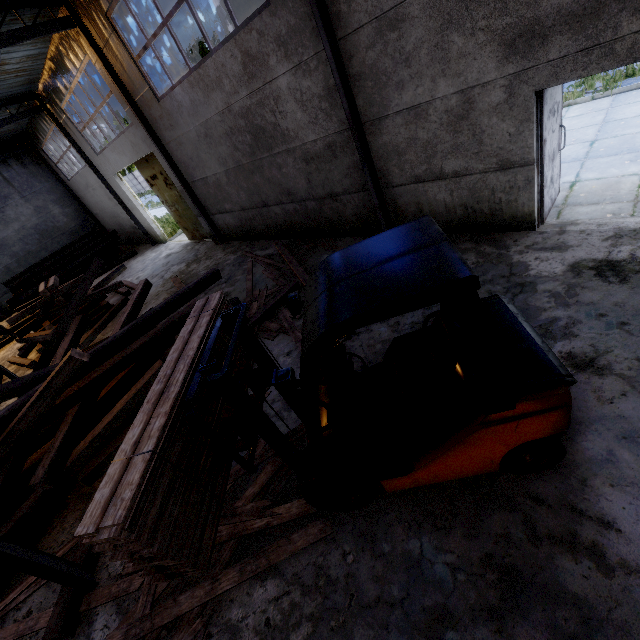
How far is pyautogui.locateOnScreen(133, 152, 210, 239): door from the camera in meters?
13.0 m

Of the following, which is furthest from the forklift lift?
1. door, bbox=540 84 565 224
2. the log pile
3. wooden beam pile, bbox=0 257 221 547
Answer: the log pile

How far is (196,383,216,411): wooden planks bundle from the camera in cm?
306

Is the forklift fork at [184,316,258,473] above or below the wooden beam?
above

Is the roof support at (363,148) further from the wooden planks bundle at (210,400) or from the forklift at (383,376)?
the forklift at (383,376)

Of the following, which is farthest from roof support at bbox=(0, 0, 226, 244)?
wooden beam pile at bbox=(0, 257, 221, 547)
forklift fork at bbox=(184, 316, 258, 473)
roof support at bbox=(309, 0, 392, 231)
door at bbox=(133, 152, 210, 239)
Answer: forklift fork at bbox=(184, 316, 258, 473)

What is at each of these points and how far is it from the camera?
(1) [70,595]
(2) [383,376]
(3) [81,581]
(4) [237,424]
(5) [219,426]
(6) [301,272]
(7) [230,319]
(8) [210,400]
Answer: (1) wooden beam pile, 3.8m
(2) forklift, 3.7m
(3) roof support, 3.9m
(4) forklift fork, 3.0m
(5) wooden planks bundle, 3.2m
(6) wooden beam, 7.8m
(7) forklift lift, 3.1m
(8) wooden planks bundle, 3.2m

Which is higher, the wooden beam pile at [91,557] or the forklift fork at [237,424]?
the forklift fork at [237,424]
